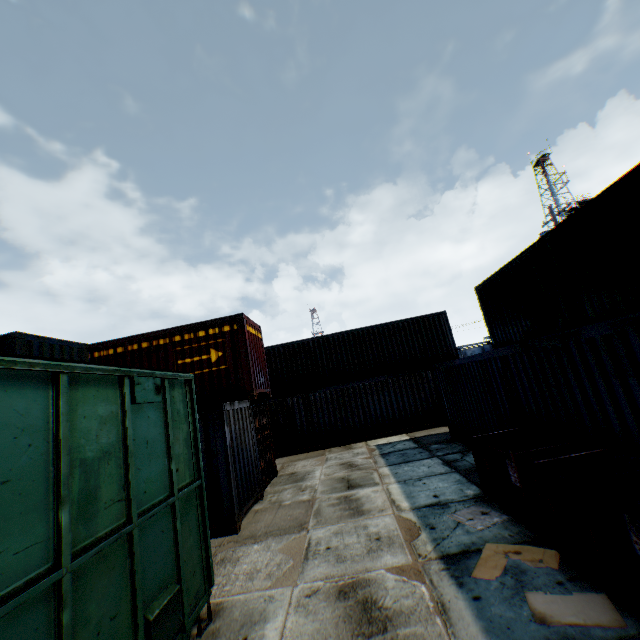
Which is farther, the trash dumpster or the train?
the trash dumpster

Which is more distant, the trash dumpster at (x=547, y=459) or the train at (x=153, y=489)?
the trash dumpster at (x=547, y=459)

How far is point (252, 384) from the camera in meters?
10.7
